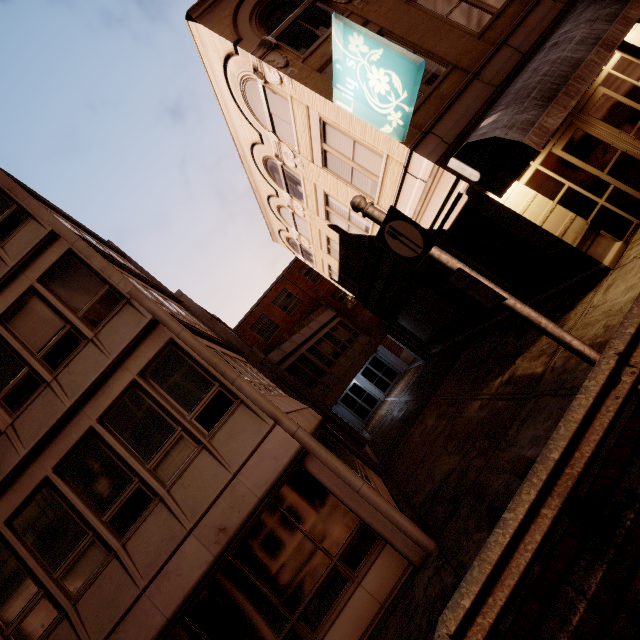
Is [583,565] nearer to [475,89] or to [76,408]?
[76,408]

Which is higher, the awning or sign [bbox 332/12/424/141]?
sign [bbox 332/12/424/141]

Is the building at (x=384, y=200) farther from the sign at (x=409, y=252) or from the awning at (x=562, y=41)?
the sign at (x=409, y=252)

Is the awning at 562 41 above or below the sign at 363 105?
below

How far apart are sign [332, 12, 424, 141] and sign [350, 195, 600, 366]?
3.5m

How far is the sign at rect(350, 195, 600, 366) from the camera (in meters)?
4.33

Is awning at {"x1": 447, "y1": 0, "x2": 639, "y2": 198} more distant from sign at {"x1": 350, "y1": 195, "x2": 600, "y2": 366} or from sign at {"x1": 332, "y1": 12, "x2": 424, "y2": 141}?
sign at {"x1": 350, "y1": 195, "x2": 600, "y2": 366}
